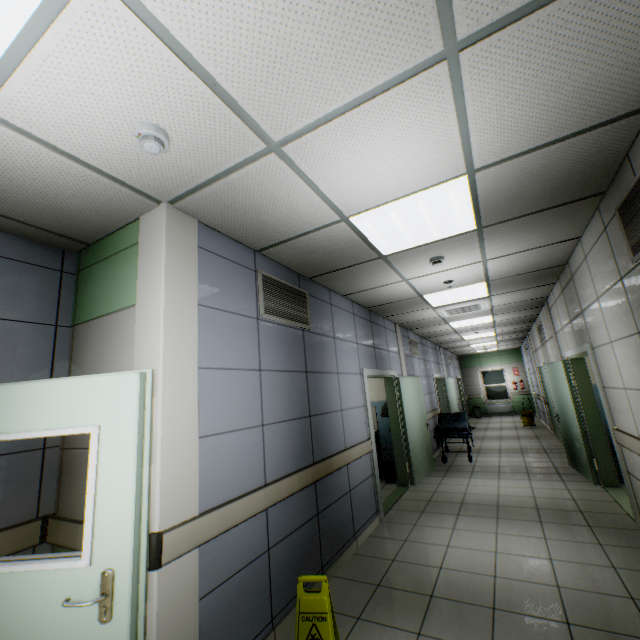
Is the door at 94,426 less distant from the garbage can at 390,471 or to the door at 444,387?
the garbage can at 390,471

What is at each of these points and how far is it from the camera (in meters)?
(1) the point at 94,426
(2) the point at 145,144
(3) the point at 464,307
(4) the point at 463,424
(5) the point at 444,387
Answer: (1) door, 1.75
(2) fire alarm, 1.70
(3) air conditioning vent, 6.19
(4) emergency stretcher, 7.92
(5) door, 11.60

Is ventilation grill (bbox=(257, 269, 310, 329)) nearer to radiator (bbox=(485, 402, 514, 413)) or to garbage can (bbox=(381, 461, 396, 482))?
garbage can (bbox=(381, 461, 396, 482))

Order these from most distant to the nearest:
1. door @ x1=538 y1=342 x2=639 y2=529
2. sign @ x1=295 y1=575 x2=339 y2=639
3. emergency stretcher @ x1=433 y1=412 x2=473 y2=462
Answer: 1. emergency stretcher @ x1=433 y1=412 x2=473 y2=462
2. door @ x1=538 y1=342 x2=639 y2=529
3. sign @ x1=295 y1=575 x2=339 y2=639

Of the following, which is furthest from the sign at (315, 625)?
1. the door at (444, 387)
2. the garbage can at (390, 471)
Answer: the door at (444, 387)

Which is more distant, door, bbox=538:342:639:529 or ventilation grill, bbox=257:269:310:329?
door, bbox=538:342:639:529

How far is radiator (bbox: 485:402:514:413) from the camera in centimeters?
1612cm

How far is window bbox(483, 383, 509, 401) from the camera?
16.5 meters
